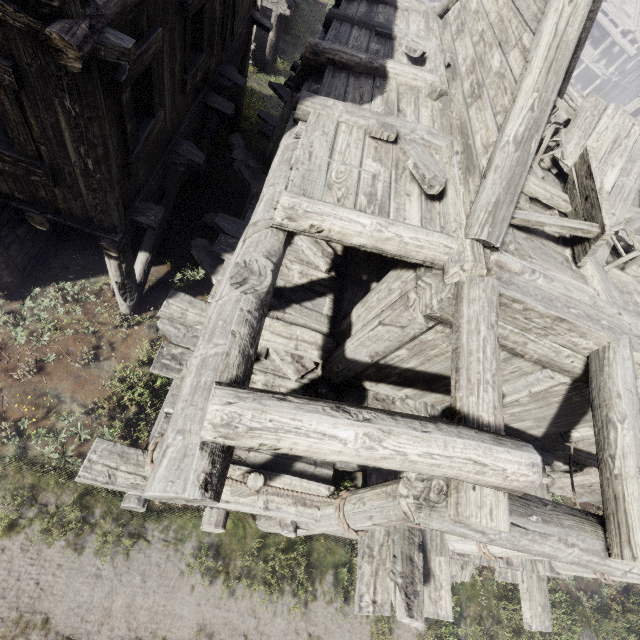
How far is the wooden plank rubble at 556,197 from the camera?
5.0m

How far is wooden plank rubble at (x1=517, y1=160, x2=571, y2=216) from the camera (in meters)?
4.98

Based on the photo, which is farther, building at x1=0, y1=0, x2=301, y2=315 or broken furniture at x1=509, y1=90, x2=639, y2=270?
broken furniture at x1=509, y1=90, x2=639, y2=270

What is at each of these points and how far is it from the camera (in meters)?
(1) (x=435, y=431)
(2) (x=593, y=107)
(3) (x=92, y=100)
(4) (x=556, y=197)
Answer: (1) building, 2.36
(2) broken furniture, 5.85
(3) building, 3.39
(4) wooden plank rubble, 5.14

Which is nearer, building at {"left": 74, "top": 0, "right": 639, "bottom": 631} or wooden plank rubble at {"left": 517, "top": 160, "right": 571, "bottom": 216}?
building at {"left": 74, "top": 0, "right": 639, "bottom": 631}

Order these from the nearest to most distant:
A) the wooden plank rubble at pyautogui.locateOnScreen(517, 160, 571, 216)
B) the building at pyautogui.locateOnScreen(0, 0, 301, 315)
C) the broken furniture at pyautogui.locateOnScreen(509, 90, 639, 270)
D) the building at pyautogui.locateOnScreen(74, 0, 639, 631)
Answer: the building at pyautogui.locateOnScreen(74, 0, 639, 631) < the building at pyautogui.locateOnScreen(0, 0, 301, 315) < the broken furniture at pyautogui.locateOnScreen(509, 90, 639, 270) < the wooden plank rubble at pyautogui.locateOnScreen(517, 160, 571, 216)

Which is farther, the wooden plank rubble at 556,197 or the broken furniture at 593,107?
the wooden plank rubble at 556,197

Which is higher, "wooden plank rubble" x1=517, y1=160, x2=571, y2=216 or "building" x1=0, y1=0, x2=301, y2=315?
"wooden plank rubble" x1=517, y1=160, x2=571, y2=216
